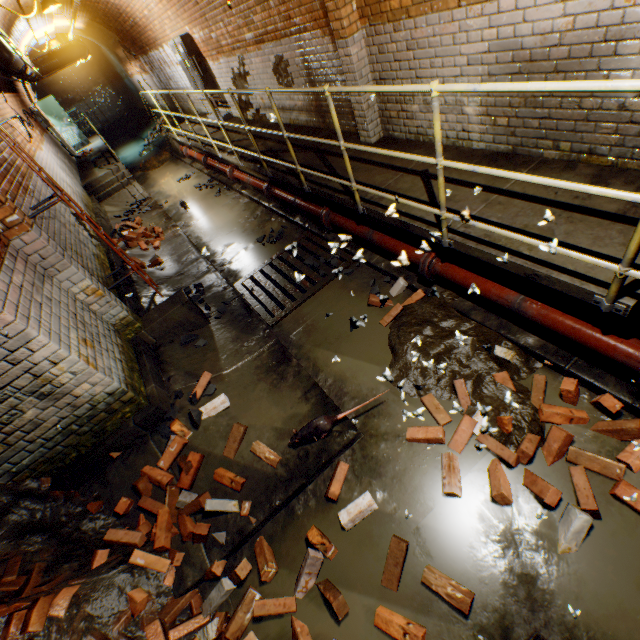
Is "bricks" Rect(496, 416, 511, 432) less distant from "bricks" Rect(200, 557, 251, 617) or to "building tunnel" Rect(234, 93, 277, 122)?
Answer: "building tunnel" Rect(234, 93, 277, 122)

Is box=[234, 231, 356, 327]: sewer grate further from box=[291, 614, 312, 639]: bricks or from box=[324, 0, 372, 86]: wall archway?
box=[291, 614, 312, 639]: bricks

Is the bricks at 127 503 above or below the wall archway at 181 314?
below

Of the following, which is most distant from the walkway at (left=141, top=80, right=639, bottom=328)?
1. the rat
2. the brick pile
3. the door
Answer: the door

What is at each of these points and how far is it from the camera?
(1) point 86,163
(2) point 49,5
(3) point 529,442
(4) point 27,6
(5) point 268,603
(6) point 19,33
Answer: (1) walkway, 12.5m
(2) ceiling light, 7.0m
(3) bricks, 2.5m
(4) building tunnel, 8.5m
(5) bricks, 2.4m
(6) building tunnel, 10.7m

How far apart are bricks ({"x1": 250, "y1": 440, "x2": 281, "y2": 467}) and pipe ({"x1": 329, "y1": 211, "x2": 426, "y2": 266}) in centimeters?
252cm

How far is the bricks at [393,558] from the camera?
2.3 meters

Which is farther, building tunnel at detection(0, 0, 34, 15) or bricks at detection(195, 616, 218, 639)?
building tunnel at detection(0, 0, 34, 15)
